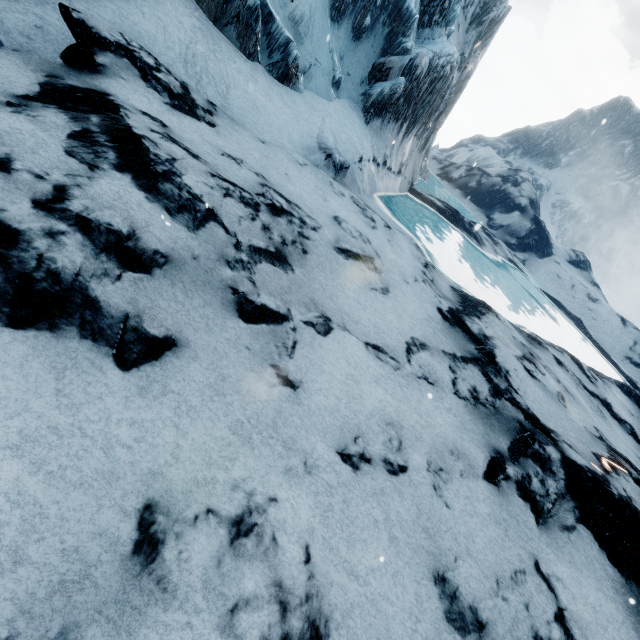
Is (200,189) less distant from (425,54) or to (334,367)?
(334,367)
